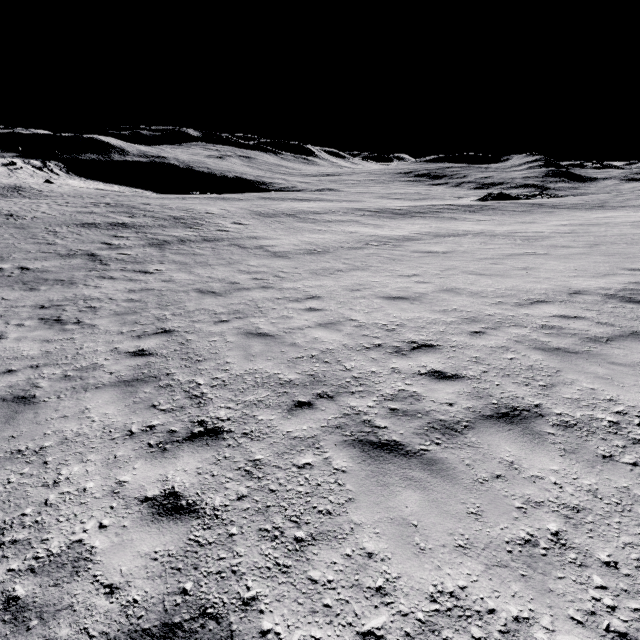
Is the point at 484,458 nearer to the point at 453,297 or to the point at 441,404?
the point at 441,404
